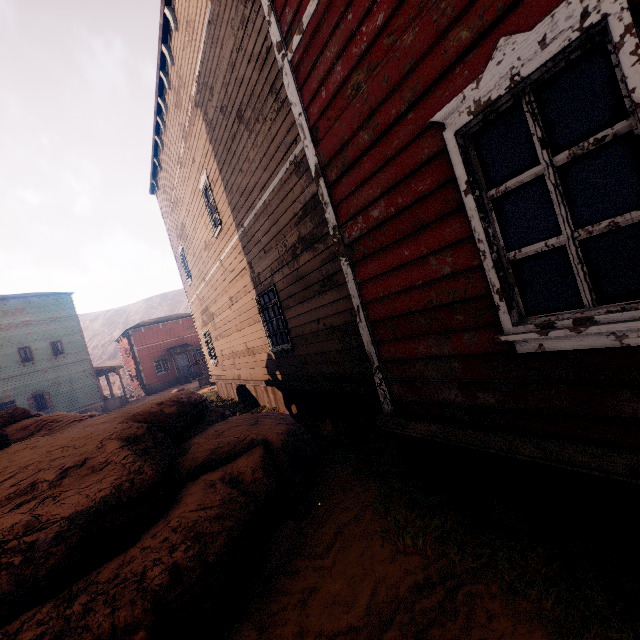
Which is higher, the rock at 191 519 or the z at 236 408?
the rock at 191 519

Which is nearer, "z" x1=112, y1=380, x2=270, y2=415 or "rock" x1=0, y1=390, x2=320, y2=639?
"rock" x1=0, y1=390, x2=320, y2=639

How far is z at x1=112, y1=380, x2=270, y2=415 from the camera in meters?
10.9

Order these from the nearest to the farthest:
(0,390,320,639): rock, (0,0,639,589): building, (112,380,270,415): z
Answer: (0,0,639,589): building
(0,390,320,639): rock
(112,380,270,415): z

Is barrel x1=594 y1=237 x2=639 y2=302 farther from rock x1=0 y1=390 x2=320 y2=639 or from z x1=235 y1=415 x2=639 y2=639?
rock x1=0 y1=390 x2=320 y2=639

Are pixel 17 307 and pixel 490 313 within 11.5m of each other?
no

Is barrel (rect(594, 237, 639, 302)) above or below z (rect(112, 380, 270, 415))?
above

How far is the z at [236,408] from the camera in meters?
10.9
